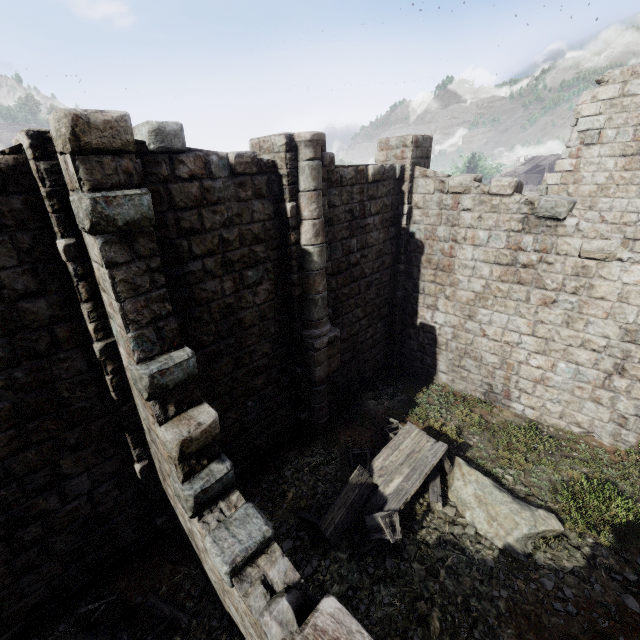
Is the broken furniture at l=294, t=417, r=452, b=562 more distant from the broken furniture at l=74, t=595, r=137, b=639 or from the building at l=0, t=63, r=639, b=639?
the broken furniture at l=74, t=595, r=137, b=639

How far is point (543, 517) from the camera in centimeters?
679cm

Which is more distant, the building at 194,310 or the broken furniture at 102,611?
the broken furniture at 102,611

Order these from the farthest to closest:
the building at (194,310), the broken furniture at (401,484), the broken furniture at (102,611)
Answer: the broken furniture at (401,484) → the broken furniture at (102,611) → the building at (194,310)

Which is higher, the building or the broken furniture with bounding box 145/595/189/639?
the building

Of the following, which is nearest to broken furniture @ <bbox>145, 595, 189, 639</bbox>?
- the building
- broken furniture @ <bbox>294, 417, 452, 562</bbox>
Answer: the building
